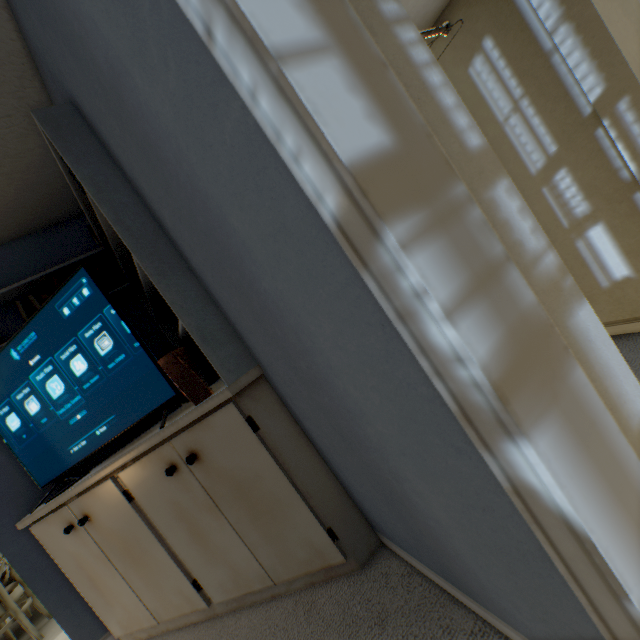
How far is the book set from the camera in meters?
2.0 m

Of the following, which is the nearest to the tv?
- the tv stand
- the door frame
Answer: the tv stand

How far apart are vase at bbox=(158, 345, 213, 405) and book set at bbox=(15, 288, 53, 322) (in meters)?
1.19

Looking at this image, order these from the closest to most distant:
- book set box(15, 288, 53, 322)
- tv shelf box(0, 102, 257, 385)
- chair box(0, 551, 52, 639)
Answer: tv shelf box(0, 102, 257, 385) → book set box(15, 288, 53, 322) → chair box(0, 551, 52, 639)

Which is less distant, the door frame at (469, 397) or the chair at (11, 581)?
the door frame at (469, 397)

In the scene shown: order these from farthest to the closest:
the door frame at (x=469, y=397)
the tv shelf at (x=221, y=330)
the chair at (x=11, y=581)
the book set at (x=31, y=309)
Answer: the chair at (x=11, y=581) → the book set at (x=31, y=309) → the tv shelf at (x=221, y=330) → the door frame at (x=469, y=397)

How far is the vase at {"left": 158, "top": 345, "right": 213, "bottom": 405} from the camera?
1.33m

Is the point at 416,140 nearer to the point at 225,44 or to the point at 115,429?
the point at 225,44
